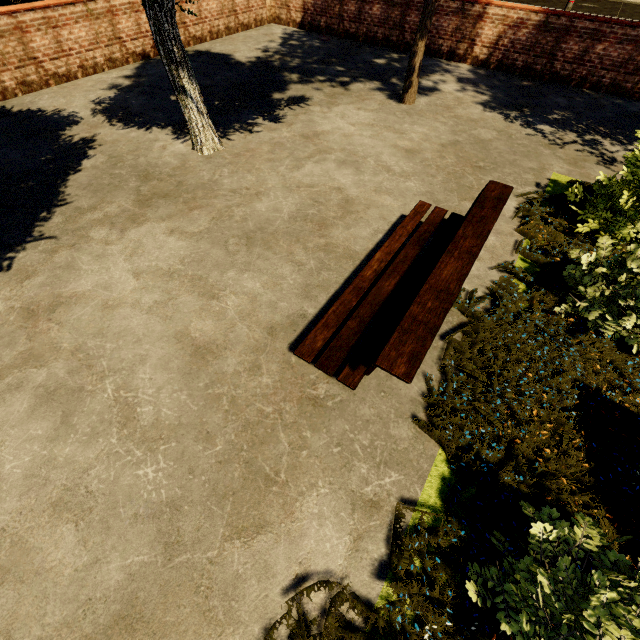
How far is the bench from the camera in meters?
2.2

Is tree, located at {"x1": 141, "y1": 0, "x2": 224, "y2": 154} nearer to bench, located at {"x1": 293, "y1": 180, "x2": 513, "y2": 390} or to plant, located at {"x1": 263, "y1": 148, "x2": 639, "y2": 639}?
plant, located at {"x1": 263, "y1": 148, "x2": 639, "y2": 639}

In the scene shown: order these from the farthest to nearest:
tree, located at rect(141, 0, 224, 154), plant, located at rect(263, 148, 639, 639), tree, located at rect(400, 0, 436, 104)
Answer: tree, located at rect(400, 0, 436, 104) → tree, located at rect(141, 0, 224, 154) → plant, located at rect(263, 148, 639, 639)

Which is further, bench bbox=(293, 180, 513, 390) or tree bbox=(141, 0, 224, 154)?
tree bbox=(141, 0, 224, 154)

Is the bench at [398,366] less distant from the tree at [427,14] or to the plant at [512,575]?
the plant at [512,575]

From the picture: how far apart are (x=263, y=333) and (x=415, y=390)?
1.6m
